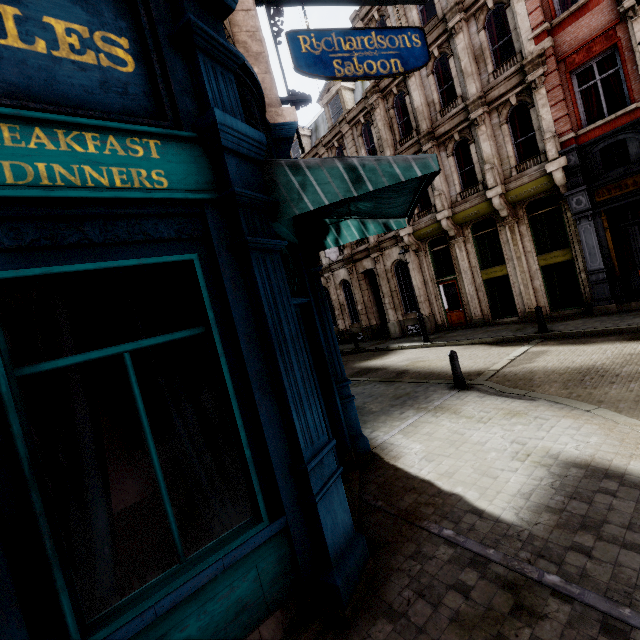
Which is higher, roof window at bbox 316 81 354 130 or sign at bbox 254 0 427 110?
roof window at bbox 316 81 354 130

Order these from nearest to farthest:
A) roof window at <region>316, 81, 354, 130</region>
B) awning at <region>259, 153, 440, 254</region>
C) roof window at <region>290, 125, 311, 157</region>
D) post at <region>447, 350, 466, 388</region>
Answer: awning at <region>259, 153, 440, 254</region>, post at <region>447, 350, 466, 388</region>, roof window at <region>316, 81, 354, 130</region>, roof window at <region>290, 125, 311, 157</region>

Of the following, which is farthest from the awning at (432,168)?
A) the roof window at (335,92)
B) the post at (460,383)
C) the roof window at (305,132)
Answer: the roof window at (305,132)

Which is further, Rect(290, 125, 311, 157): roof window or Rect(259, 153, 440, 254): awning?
Rect(290, 125, 311, 157): roof window

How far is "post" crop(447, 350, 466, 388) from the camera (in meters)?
7.99

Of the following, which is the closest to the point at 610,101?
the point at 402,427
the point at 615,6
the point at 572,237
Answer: the point at 615,6

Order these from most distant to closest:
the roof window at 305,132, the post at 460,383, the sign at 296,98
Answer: the roof window at 305,132, the post at 460,383, the sign at 296,98

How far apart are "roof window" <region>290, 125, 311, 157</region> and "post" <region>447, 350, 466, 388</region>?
21.3 meters
